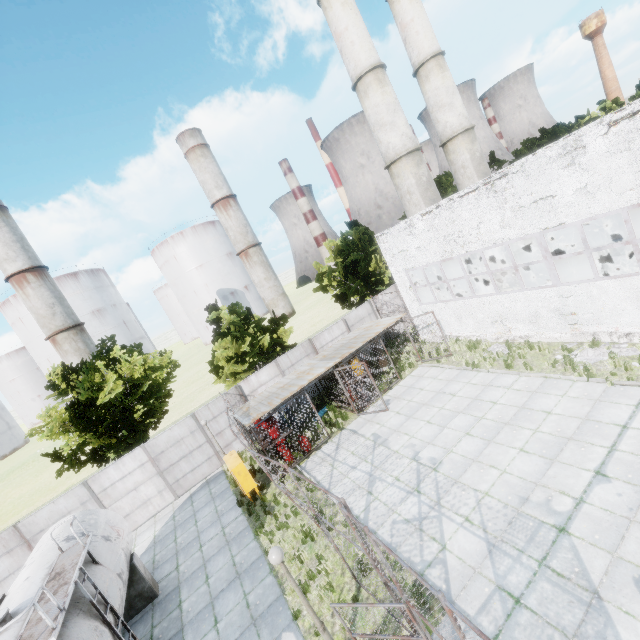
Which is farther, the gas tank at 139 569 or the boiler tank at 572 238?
the boiler tank at 572 238

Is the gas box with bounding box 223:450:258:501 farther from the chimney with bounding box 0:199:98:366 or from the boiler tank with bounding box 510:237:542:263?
the chimney with bounding box 0:199:98:366

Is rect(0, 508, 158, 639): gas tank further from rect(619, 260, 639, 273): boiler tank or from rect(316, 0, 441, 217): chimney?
rect(316, 0, 441, 217): chimney

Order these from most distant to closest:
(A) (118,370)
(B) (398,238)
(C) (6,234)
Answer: (C) (6,234) < (A) (118,370) < (B) (398,238)

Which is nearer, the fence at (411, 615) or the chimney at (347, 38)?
the fence at (411, 615)

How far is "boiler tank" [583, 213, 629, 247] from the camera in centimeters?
1518cm

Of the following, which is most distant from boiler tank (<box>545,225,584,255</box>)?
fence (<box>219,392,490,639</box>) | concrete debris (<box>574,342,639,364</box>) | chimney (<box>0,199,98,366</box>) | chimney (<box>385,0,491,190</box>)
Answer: chimney (<box>0,199,98,366</box>)

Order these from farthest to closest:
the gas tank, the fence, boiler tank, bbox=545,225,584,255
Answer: boiler tank, bbox=545,225,584,255, the gas tank, the fence
